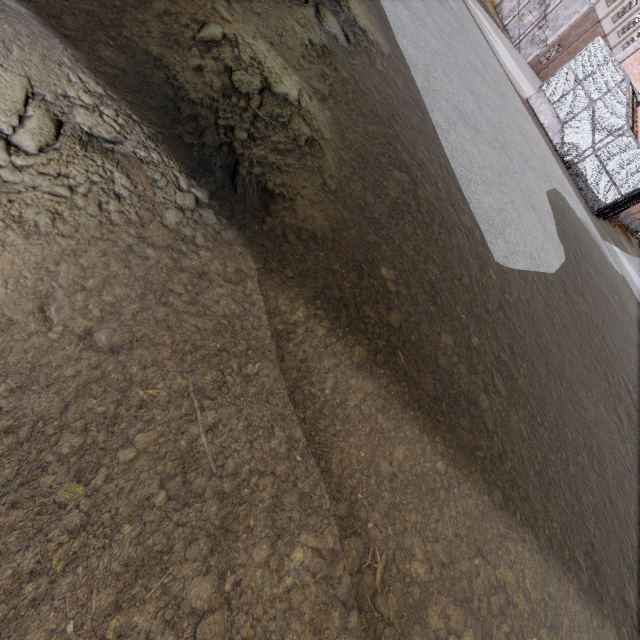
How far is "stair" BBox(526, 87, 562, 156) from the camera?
18.9 meters

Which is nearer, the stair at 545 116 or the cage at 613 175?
the cage at 613 175

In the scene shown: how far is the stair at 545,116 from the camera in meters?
18.9 m

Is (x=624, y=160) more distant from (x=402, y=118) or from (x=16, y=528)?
(x=16, y=528)

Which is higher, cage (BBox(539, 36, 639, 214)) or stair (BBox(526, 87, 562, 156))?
cage (BBox(539, 36, 639, 214))

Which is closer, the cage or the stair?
the cage
